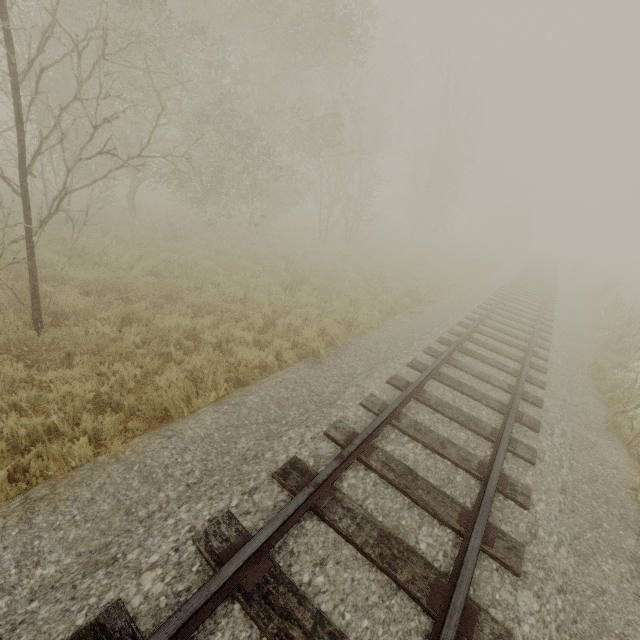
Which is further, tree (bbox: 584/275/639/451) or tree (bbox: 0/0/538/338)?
tree (bbox: 584/275/639/451)

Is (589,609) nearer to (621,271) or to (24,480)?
(24,480)

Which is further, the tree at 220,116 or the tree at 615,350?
the tree at 615,350

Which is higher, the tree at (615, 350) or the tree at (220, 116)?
the tree at (220, 116)

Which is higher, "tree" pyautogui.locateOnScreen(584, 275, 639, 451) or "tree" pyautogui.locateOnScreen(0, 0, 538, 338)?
"tree" pyautogui.locateOnScreen(0, 0, 538, 338)
